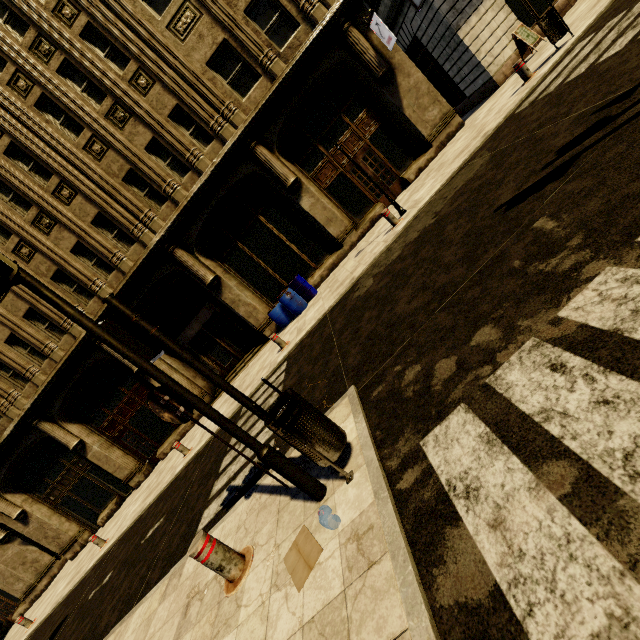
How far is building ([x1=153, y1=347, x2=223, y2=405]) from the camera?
14.2m

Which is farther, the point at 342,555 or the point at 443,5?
the point at 443,5

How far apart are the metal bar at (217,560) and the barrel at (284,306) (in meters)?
9.20

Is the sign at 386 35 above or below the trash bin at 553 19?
above

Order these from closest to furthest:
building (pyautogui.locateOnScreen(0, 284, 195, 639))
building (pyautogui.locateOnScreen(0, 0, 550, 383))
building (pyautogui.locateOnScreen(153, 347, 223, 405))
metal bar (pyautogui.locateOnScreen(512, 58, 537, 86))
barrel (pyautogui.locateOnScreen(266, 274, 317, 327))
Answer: metal bar (pyautogui.locateOnScreen(512, 58, 537, 86))
building (pyautogui.locateOnScreen(0, 0, 550, 383))
barrel (pyautogui.locateOnScreen(266, 274, 317, 327))
building (pyautogui.locateOnScreen(0, 284, 195, 639))
building (pyautogui.locateOnScreen(153, 347, 223, 405))

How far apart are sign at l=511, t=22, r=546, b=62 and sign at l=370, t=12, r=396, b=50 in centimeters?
380cm

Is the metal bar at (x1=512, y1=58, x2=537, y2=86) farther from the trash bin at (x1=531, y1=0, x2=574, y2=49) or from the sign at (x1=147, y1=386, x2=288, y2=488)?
the sign at (x1=147, y1=386, x2=288, y2=488)

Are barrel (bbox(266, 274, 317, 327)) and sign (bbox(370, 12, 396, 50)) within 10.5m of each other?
yes
